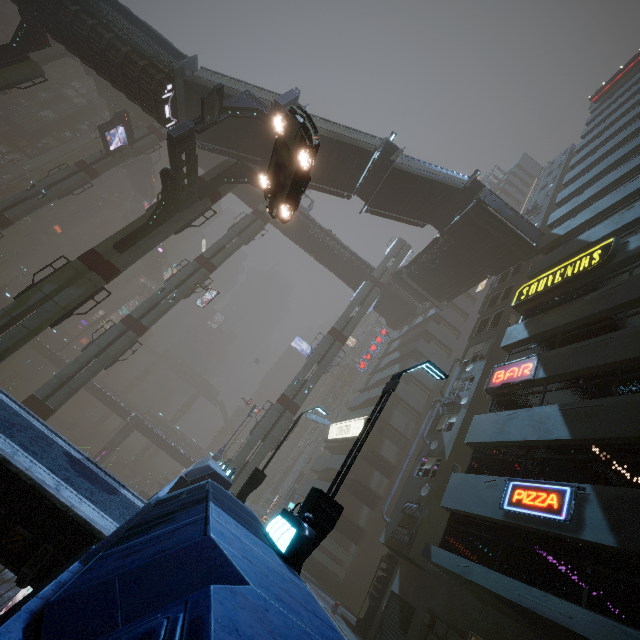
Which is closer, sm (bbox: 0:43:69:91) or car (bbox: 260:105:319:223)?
car (bbox: 260:105:319:223)

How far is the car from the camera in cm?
1028

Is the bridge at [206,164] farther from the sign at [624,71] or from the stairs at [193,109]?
the sign at [624,71]

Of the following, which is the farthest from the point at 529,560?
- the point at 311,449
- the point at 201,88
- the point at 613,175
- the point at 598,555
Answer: the point at 311,449

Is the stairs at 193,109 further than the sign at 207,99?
Yes

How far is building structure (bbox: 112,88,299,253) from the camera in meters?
17.7

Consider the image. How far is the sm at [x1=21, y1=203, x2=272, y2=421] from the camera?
24.98m

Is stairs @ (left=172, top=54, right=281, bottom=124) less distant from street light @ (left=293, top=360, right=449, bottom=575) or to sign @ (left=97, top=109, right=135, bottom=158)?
sign @ (left=97, top=109, right=135, bottom=158)
